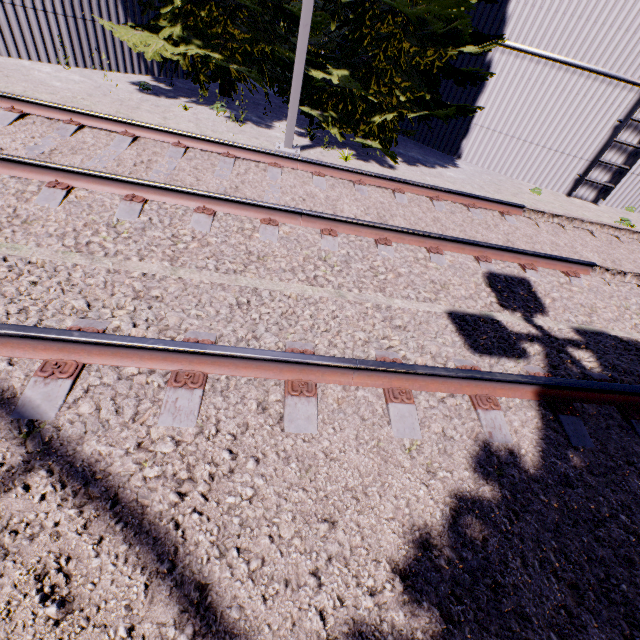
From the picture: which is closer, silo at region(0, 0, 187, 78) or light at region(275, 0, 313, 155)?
light at region(275, 0, 313, 155)

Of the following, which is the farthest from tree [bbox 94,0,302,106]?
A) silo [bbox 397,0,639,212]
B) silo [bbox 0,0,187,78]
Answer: silo [bbox 397,0,639,212]

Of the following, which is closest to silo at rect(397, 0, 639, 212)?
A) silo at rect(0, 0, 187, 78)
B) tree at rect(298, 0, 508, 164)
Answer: tree at rect(298, 0, 508, 164)

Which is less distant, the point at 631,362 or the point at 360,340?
the point at 360,340

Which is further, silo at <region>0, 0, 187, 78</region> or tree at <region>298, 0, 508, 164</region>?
silo at <region>0, 0, 187, 78</region>

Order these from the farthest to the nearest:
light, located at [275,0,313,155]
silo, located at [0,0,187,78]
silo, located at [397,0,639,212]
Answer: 1. silo, located at [397,0,639,212]
2. silo, located at [0,0,187,78]
3. light, located at [275,0,313,155]

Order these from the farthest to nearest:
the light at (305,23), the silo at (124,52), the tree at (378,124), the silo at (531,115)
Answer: the silo at (531,115) < the silo at (124,52) < the tree at (378,124) < the light at (305,23)

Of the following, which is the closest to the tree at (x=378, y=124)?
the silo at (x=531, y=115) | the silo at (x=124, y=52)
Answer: the silo at (x=531, y=115)
